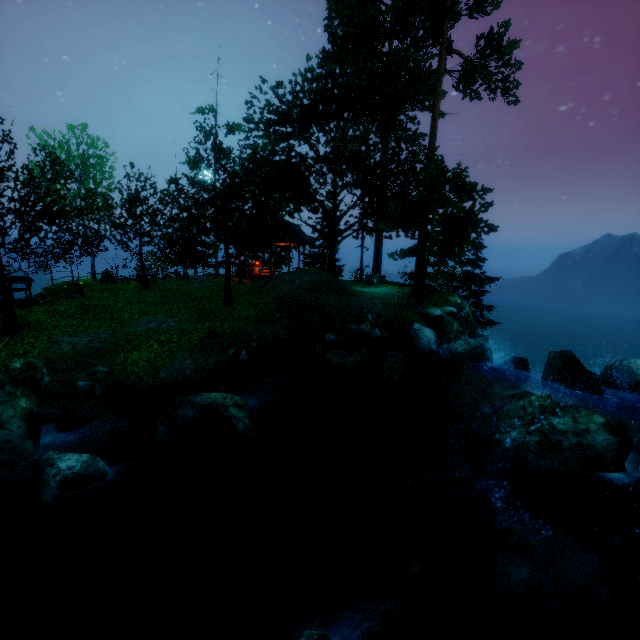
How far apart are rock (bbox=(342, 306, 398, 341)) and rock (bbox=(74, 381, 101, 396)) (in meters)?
9.24

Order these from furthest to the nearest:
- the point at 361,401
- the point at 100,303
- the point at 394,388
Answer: the point at 100,303, the point at 394,388, the point at 361,401

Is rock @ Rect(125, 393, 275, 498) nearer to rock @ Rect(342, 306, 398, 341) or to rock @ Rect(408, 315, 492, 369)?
rock @ Rect(342, 306, 398, 341)

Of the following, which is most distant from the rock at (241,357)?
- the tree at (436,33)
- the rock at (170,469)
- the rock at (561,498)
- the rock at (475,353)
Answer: the rock at (475,353)

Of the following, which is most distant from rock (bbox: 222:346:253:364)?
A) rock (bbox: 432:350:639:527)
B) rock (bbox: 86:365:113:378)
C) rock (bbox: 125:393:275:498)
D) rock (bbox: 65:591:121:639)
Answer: rock (bbox: 65:591:121:639)

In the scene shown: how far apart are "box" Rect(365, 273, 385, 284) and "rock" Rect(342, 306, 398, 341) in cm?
992

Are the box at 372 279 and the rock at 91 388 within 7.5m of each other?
no

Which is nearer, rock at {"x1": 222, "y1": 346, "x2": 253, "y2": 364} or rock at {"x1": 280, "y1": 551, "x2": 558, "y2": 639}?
rock at {"x1": 280, "y1": 551, "x2": 558, "y2": 639}
